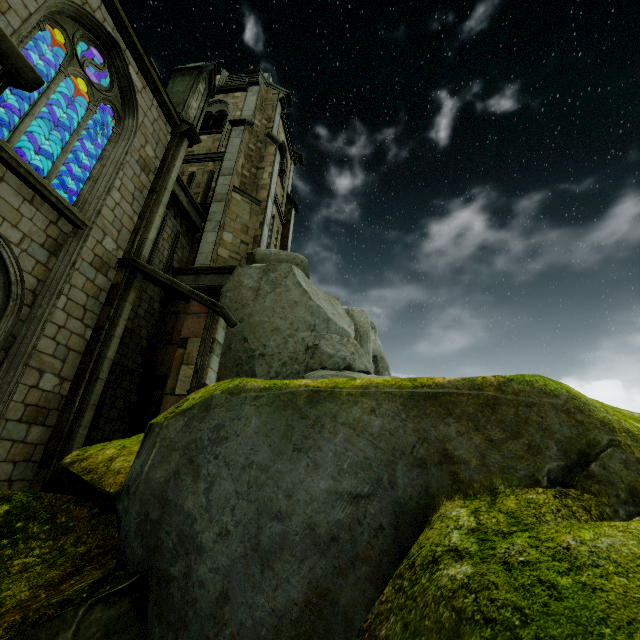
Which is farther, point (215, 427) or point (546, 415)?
point (215, 427)

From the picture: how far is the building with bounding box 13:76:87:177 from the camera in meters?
10.8

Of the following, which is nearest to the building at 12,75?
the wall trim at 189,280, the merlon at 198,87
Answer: the merlon at 198,87

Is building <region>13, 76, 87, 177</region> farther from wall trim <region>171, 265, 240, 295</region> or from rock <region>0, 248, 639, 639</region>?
wall trim <region>171, 265, 240, 295</region>

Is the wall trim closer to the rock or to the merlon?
the rock

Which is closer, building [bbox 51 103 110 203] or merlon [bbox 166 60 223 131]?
building [bbox 51 103 110 203]

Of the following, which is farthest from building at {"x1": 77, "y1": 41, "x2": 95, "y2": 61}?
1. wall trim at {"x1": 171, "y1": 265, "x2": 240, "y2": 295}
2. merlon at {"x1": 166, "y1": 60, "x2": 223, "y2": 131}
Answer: wall trim at {"x1": 171, "y1": 265, "x2": 240, "y2": 295}
